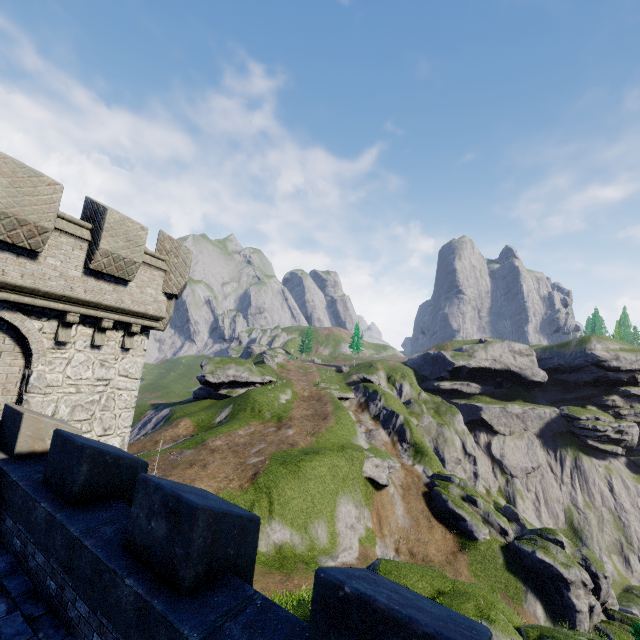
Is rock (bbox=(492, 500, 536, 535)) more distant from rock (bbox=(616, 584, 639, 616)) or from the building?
the building

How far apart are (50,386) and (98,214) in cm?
507

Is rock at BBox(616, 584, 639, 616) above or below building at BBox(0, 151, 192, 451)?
below

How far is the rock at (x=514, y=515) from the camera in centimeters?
4756cm

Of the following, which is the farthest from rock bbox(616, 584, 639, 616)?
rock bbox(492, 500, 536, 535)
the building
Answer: the building

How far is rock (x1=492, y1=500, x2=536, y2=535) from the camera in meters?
47.6

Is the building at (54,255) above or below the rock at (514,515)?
above

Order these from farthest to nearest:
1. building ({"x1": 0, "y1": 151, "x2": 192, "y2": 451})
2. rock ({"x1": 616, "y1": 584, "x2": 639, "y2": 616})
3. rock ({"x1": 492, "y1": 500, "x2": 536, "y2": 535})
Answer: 1. rock ({"x1": 492, "y1": 500, "x2": 536, "y2": 535})
2. rock ({"x1": 616, "y1": 584, "x2": 639, "y2": 616})
3. building ({"x1": 0, "y1": 151, "x2": 192, "y2": 451})
